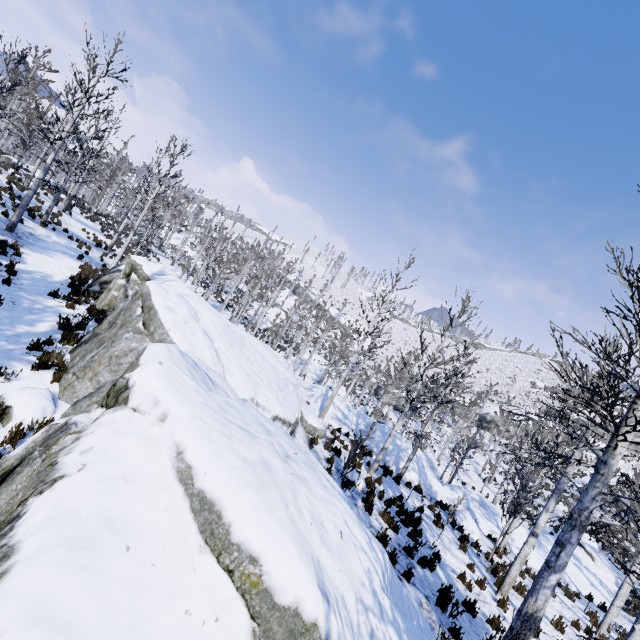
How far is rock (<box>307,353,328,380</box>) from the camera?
41.3m

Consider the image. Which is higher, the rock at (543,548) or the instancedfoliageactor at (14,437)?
the instancedfoliageactor at (14,437)

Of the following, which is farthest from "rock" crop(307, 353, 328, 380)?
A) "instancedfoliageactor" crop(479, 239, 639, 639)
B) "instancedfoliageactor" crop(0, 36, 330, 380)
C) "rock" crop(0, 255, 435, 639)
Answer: "rock" crop(0, 255, 435, 639)

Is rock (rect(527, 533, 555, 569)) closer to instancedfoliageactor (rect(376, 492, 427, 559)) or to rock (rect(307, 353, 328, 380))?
instancedfoliageactor (rect(376, 492, 427, 559))

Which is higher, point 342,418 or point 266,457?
point 266,457

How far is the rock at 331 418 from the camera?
18.0 meters

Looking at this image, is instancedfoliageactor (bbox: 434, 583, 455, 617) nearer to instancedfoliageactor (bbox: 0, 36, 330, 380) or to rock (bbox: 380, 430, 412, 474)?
rock (bbox: 380, 430, 412, 474)

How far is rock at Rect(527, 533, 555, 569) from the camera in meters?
15.4
